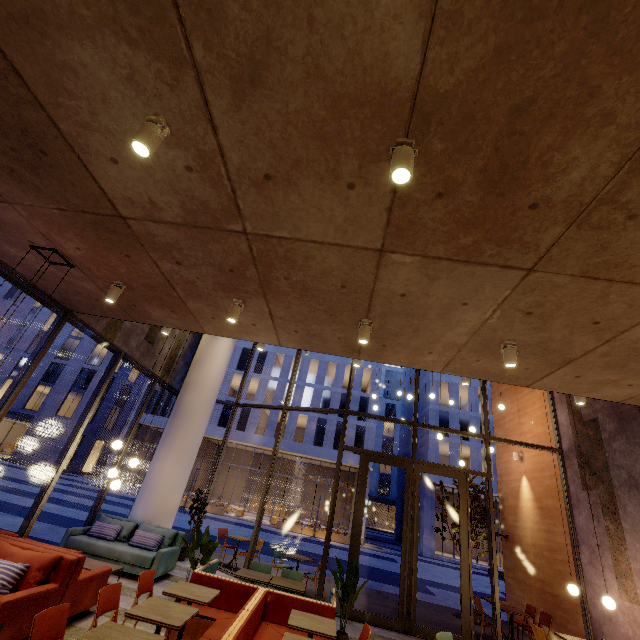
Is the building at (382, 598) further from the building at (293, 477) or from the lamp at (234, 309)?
the building at (293, 477)

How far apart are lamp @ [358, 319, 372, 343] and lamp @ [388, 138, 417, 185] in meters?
2.5

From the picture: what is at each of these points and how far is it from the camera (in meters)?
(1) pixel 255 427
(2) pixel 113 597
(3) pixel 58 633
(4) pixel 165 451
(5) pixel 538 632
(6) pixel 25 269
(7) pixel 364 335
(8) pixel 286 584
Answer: (1) building, 32.56
(2) chair, 3.90
(3) chair, 3.08
(4) column, 9.43
(5) chair, 6.32
(6) building, 5.36
(7) lamp, 4.53
(8) table, 5.84

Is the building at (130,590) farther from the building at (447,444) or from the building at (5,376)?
the building at (5,376)

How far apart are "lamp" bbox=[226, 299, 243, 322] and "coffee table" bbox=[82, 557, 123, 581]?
5.4 meters

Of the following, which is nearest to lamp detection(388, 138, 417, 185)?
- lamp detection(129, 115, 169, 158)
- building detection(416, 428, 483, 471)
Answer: lamp detection(129, 115, 169, 158)

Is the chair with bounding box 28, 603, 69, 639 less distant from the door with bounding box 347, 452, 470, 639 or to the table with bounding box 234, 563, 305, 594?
the table with bounding box 234, 563, 305, 594

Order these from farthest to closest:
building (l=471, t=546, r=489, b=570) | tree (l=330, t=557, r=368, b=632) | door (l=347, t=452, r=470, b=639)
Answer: building (l=471, t=546, r=489, b=570), door (l=347, t=452, r=470, b=639), tree (l=330, t=557, r=368, b=632)
